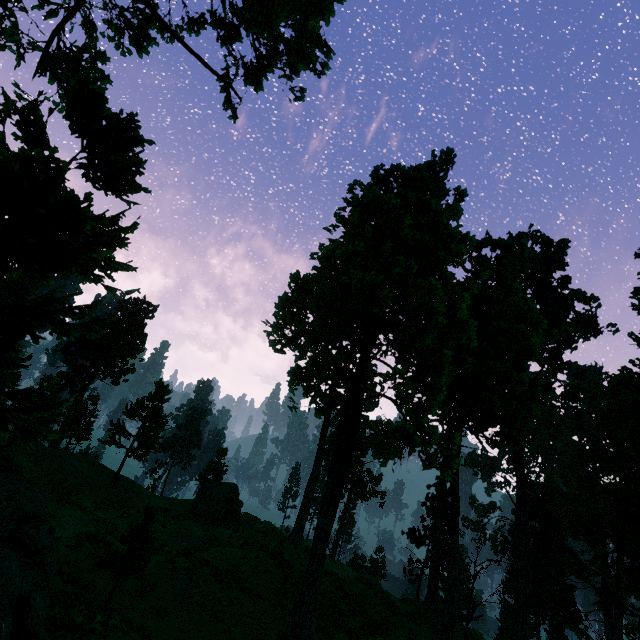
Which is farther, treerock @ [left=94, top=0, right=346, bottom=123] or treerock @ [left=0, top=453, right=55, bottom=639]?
treerock @ [left=94, top=0, right=346, bottom=123]

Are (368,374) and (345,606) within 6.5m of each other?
no

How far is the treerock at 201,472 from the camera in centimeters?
3059cm

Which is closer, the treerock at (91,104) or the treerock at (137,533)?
the treerock at (91,104)

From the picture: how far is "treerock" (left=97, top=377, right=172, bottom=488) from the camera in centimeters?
3294cm

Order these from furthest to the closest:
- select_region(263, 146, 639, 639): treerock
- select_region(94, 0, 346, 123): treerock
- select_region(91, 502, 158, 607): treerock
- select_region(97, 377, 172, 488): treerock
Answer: select_region(97, 377, 172, 488): treerock, select_region(94, 0, 346, 123): treerock, select_region(91, 502, 158, 607): treerock, select_region(263, 146, 639, 639): treerock
